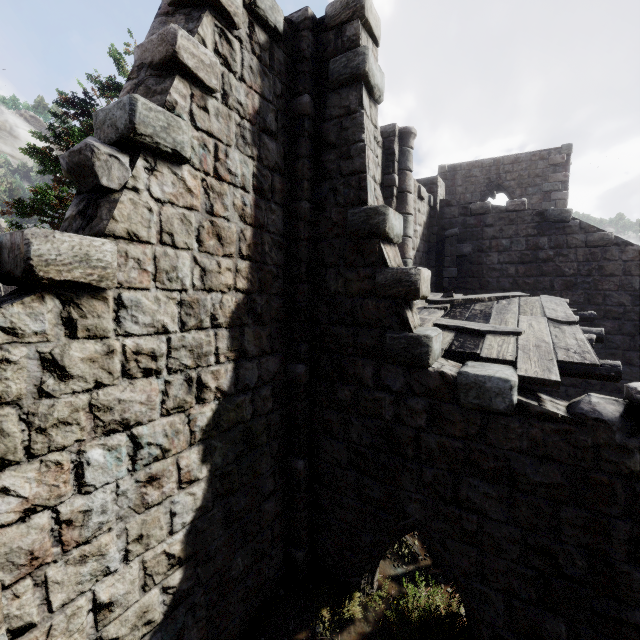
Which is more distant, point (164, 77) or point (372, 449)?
point (372, 449)

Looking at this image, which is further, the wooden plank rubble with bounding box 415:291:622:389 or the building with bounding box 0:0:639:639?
the wooden plank rubble with bounding box 415:291:622:389

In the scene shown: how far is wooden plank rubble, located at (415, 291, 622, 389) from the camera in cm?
439

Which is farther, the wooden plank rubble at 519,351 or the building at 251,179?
the wooden plank rubble at 519,351

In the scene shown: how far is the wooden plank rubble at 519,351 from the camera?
4.39m
